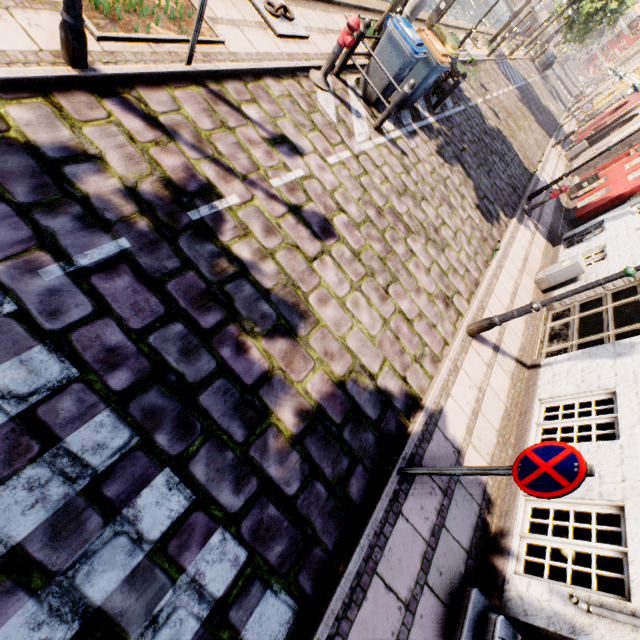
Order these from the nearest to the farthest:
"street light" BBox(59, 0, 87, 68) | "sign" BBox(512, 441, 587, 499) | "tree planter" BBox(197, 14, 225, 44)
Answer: "sign" BBox(512, 441, 587, 499) → "street light" BBox(59, 0, 87, 68) → "tree planter" BBox(197, 14, 225, 44)

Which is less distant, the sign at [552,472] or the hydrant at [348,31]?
the sign at [552,472]

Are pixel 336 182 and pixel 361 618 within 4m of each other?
no

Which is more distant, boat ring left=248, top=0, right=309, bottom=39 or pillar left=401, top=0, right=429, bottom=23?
pillar left=401, top=0, right=429, bottom=23

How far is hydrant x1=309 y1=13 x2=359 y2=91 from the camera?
5.5 meters

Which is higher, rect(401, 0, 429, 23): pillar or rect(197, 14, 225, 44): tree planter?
rect(401, 0, 429, 23): pillar

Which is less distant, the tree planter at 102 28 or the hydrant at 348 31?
the tree planter at 102 28

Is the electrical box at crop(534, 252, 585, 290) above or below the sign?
below
